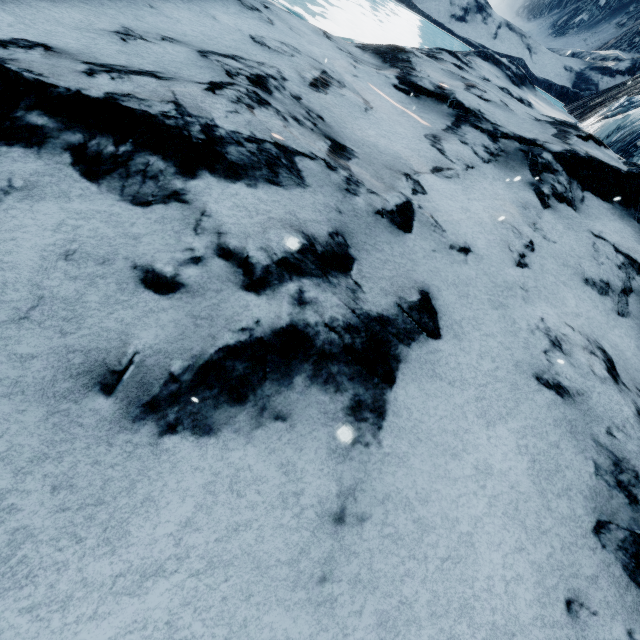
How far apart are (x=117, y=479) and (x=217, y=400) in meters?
0.6 m
